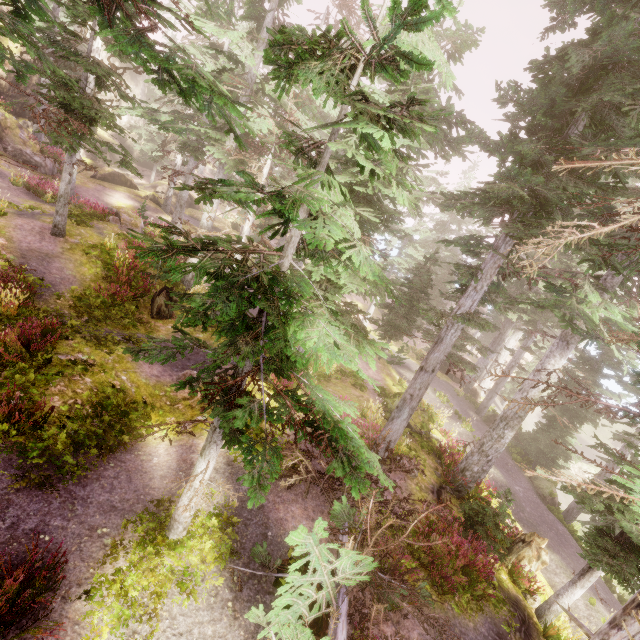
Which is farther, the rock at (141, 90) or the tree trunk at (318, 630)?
the rock at (141, 90)

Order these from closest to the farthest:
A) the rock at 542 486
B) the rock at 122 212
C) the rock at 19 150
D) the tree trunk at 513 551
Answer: the tree trunk at 513 551 → the rock at 542 486 → the rock at 122 212 → the rock at 19 150

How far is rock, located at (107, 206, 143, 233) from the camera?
19.4 meters

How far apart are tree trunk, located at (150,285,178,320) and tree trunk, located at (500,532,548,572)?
15.5m

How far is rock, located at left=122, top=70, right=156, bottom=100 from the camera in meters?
45.8 m

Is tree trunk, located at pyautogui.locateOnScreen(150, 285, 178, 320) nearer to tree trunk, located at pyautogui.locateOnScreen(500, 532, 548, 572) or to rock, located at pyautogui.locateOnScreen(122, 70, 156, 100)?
tree trunk, located at pyautogui.locateOnScreen(500, 532, 548, 572)

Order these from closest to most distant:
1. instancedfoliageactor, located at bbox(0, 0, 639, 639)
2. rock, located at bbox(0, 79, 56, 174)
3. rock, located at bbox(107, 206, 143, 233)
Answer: instancedfoliageactor, located at bbox(0, 0, 639, 639), rock, located at bbox(107, 206, 143, 233), rock, located at bbox(0, 79, 56, 174)

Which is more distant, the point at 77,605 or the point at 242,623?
the point at 242,623
